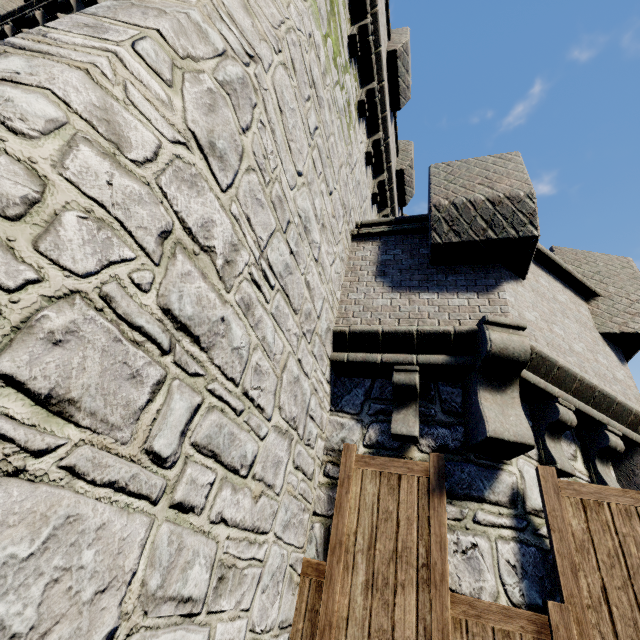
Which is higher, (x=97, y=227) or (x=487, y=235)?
(x=487, y=235)
